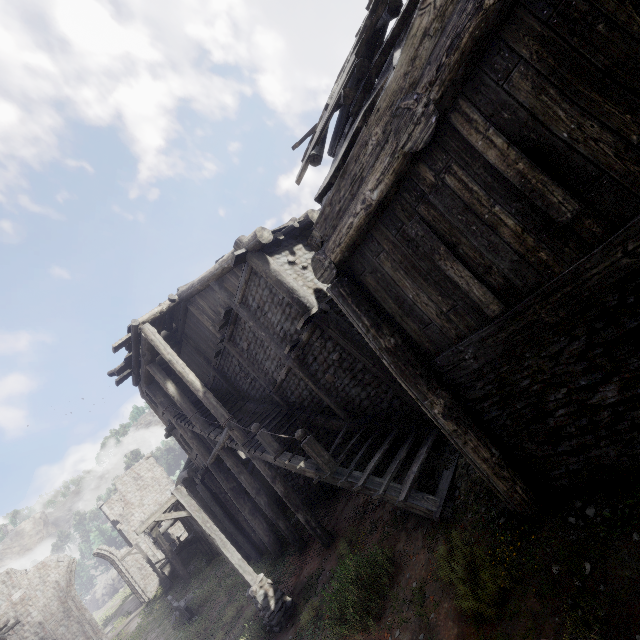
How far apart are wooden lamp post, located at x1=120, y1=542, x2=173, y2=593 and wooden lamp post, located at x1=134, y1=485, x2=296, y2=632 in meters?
24.0 m

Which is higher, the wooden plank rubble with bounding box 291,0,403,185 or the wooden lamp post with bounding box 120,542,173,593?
the wooden plank rubble with bounding box 291,0,403,185

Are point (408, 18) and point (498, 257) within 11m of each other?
yes

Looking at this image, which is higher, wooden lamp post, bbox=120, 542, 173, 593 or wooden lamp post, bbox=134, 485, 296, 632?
wooden lamp post, bbox=120, 542, 173, 593

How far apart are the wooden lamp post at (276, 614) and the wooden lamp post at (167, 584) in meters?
24.0 m

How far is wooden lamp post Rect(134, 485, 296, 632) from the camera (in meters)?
8.87

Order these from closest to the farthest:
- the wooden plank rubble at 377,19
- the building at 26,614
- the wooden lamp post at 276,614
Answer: the wooden plank rubble at 377,19
the wooden lamp post at 276,614
the building at 26,614

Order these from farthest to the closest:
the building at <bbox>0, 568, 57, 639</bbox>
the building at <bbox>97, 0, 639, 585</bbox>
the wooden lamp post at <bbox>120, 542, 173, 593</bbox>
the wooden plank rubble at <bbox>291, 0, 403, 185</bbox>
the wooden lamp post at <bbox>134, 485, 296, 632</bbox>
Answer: the wooden lamp post at <bbox>120, 542, 173, 593</bbox>, the building at <bbox>0, 568, 57, 639</bbox>, the wooden lamp post at <bbox>134, 485, 296, 632</bbox>, the wooden plank rubble at <bbox>291, 0, 403, 185</bbox>, the building at <bbox>97, 0, 639, 585</bbox>
